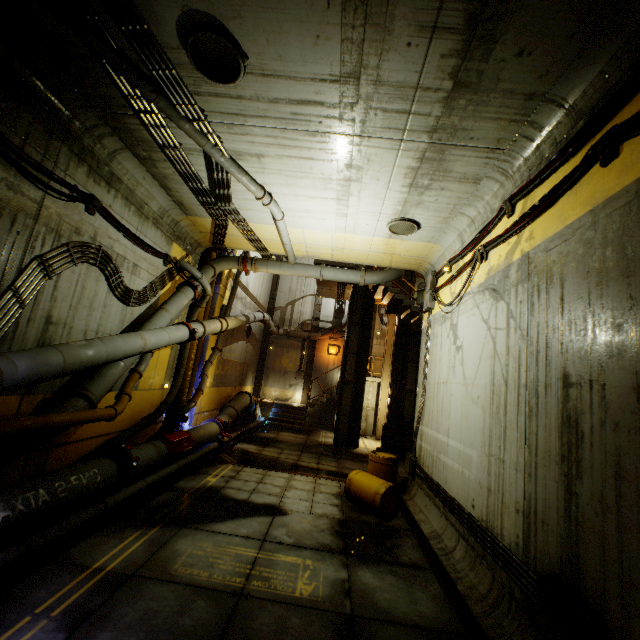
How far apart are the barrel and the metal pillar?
11.04m

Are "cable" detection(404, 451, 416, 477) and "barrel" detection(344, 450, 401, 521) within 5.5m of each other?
yes

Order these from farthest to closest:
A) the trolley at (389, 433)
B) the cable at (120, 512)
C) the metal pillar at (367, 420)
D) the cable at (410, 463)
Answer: the metal pillar at (367, 420), the trolley at (389, 433), the cable at (410, 463), the cable at (120, 512)

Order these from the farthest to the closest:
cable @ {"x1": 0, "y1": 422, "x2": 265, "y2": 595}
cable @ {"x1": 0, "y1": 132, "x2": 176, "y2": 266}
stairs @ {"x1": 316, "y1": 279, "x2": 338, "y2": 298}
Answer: stairs @ {"x1": 316, "y1": 279, "x2": 338, "y2": 298}, cable @ {"x1": 0, "y1": 132, "x2": 176, "y2": 266}, cable @ {"x1": 0, "y1": 422, "x2": 265, "y2": 595}

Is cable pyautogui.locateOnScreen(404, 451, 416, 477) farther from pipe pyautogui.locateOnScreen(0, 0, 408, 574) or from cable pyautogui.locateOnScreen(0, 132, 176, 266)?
cable pyautogui.locateOnScreen(0, 132, 176, 266)

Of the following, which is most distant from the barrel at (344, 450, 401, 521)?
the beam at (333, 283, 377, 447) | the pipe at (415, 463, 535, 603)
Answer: the beam at (333, 283, 377, 447)

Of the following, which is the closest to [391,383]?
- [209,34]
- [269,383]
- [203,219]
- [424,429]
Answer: [424,429]

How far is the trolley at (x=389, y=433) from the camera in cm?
1399
